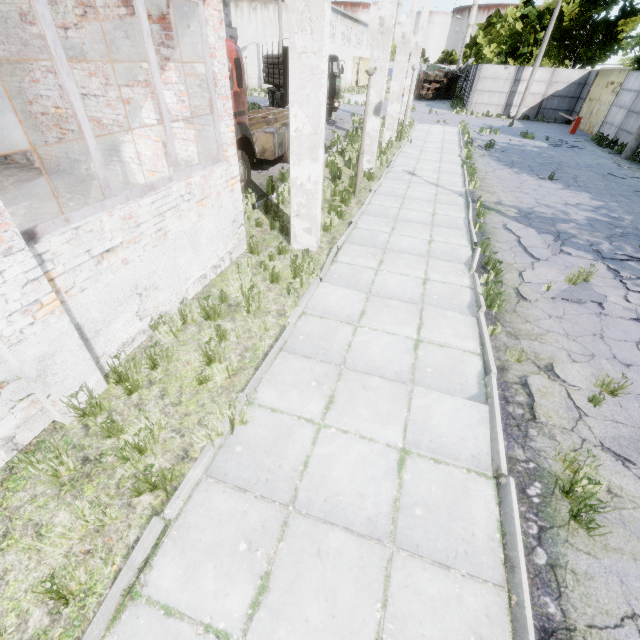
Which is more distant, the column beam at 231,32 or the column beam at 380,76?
the column beam at 231,32

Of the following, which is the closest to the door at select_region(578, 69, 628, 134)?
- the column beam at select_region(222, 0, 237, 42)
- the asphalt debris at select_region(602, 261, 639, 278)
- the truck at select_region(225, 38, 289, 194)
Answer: the column beam at select_region(222, 0, 237, 42)

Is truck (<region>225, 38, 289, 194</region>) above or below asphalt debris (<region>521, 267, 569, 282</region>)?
above

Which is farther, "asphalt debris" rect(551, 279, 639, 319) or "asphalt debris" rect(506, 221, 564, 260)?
"asphalt debris" rect(506, 221, 564, 260)

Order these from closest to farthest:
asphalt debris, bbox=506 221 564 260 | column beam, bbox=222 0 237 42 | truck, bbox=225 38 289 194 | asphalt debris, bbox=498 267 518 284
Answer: asphalt debris, bbox=498 267 518 284 < asphalt debris, bbox=506 221 564 260 < truck, bbox=225 38 289 194 < column beam, bbox=222 0 237 42

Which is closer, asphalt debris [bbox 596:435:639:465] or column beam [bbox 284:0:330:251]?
asphalt debris [bbox 596:435:639:465]

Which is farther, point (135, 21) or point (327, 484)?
point (135, 21)

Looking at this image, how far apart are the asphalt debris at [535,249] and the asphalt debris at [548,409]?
3.3 meters
